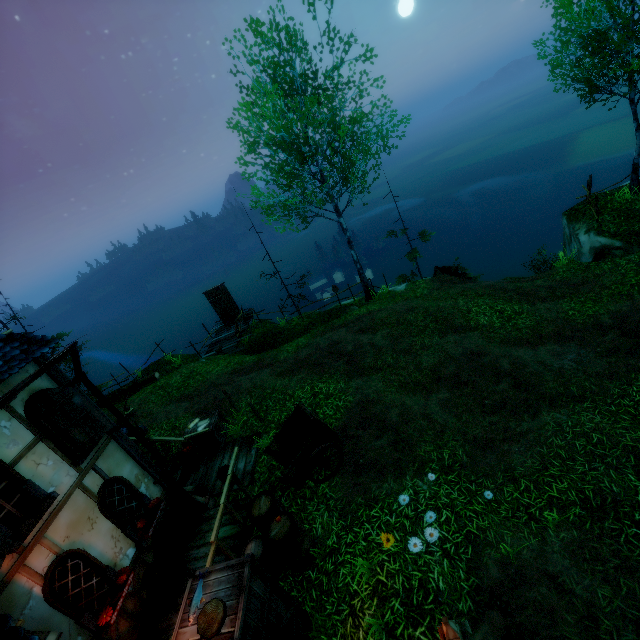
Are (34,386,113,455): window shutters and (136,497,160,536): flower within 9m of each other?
yes

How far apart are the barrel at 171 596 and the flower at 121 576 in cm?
55

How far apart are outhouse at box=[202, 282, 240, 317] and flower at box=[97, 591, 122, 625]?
15.7m

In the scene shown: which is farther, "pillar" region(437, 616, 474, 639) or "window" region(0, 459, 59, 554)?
"window" region(0, 459, 59, 554)

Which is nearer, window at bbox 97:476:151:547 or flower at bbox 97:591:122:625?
flower at bbox 97:591:122:625

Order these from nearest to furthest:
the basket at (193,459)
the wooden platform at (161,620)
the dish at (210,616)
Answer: the dish at (210,616) → the wooden platform at (161,620) → the basket at (193,459)

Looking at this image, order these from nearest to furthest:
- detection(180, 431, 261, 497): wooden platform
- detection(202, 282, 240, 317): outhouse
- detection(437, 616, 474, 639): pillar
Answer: detection(437, 616, 474, 639): pillar, detection(180, 431, 261, 497): wooden platform, detection(202, 282, 240, 317): outhouse

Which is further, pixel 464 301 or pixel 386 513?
pixel 464 301
